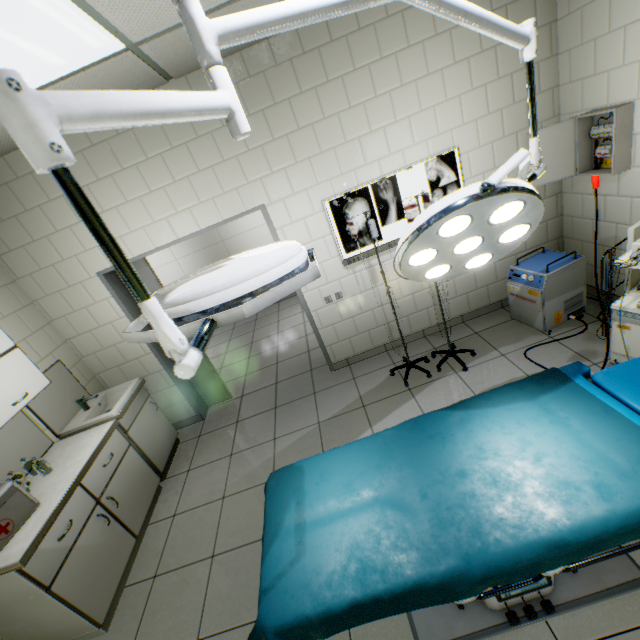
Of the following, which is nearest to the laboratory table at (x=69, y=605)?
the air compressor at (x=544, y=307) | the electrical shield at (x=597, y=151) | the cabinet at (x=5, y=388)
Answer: the cabinet at (x=5, y=388)

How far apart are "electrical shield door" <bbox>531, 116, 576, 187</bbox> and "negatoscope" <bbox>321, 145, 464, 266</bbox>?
0.60m

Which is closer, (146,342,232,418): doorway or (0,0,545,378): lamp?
(0,0,545,378): lamp

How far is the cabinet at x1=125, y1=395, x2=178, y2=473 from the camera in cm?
325

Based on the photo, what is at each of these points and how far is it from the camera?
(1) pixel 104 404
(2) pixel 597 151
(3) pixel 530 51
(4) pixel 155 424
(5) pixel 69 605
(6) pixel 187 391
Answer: (1) sink, 3.4 meters
(2) electrical shield, 2.8 meters
(3) lamp, 1.3 meters
(4) cabinet, 3.6 meters
(5) laboratory table, 2.1 meters
(6) doorway, 4.0 meters

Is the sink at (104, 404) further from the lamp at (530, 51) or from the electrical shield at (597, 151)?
the electrical shield at (597, 151)

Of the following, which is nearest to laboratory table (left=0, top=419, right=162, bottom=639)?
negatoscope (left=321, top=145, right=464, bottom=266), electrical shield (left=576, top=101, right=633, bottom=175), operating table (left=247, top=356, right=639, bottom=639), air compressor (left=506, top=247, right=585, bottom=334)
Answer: operating table (left=247, top=356, right=639, bottom=639)

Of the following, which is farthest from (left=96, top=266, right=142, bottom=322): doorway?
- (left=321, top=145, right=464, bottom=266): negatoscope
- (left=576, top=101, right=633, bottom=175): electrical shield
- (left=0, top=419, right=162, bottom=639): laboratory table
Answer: (left=576, top=101, right=633, bottom=175): electrical shield
